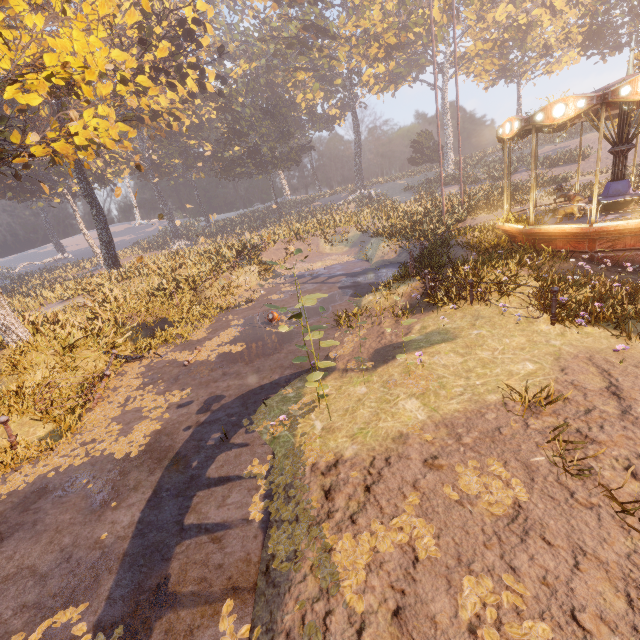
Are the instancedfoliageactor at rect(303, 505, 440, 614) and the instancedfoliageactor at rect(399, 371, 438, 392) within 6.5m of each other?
yes

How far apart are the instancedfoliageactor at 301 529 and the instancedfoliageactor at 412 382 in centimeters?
191cm

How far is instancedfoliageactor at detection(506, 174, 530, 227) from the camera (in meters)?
12.57

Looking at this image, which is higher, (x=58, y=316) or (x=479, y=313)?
(x=58, y=316)

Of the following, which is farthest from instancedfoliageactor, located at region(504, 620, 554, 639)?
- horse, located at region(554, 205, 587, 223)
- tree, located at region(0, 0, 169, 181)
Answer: horse, located at region(554, 205, 587, 223)

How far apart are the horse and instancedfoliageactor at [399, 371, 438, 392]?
8.94m

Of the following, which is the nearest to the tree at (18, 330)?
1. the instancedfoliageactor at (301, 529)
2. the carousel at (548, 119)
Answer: the instancedfoliageactor at (301, 529)

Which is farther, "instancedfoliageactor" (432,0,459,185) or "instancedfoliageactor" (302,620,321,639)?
"instancedfoliageactor" (432,0,459,185)
